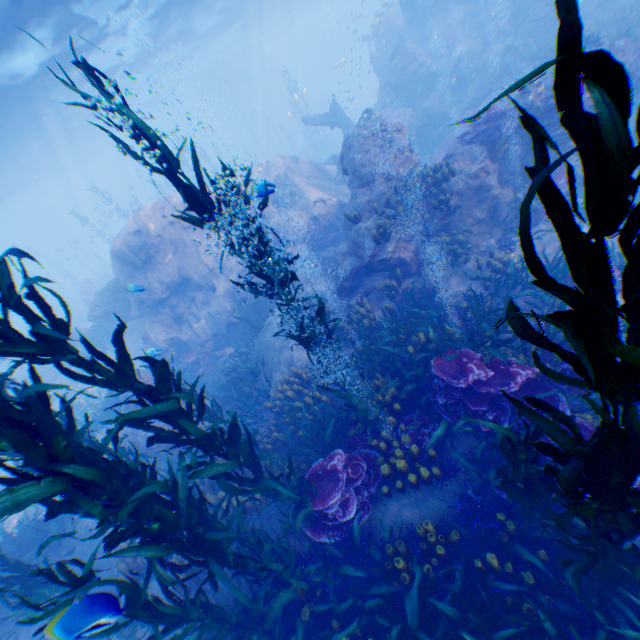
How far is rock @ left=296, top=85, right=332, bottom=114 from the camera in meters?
45.7

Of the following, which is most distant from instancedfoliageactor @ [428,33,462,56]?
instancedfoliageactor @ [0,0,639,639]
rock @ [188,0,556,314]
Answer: instancedfoliageactor @ [0,0,639,639]

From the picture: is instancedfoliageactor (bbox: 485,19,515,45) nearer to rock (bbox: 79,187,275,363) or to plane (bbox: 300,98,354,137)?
rock (bbox: 79,187,275,363)

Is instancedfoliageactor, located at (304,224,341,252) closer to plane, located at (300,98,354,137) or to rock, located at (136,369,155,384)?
rock, located at (136,369,155,384)

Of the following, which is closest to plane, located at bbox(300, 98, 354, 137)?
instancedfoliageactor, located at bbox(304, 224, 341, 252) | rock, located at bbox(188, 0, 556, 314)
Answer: rock, located at bbox(188, 0, 556, 314)

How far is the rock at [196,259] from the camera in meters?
13.7 m

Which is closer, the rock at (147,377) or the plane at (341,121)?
the rock at (147,377)

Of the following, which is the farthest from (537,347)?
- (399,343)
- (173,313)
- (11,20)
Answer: (11,20)
